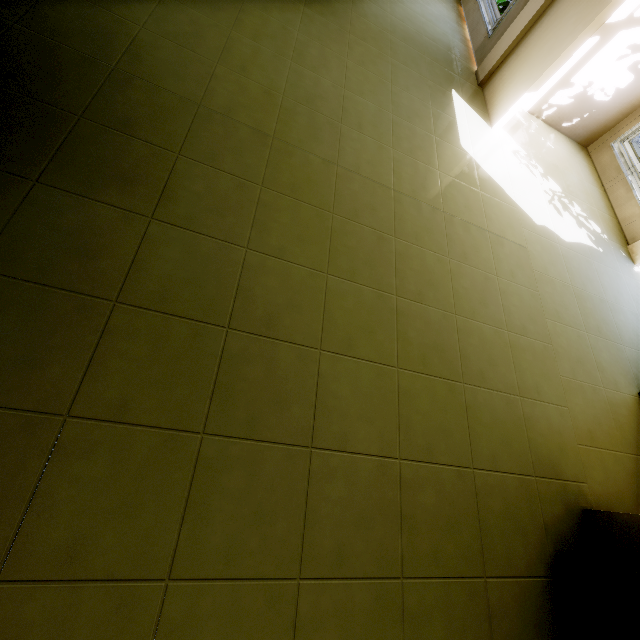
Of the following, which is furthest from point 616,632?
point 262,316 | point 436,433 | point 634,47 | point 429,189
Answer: point 634,47

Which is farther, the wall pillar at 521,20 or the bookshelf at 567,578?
the wall pillar at 521,20

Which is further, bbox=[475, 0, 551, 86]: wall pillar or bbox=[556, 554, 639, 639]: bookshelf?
bbox=[475, 0, 551, 86]: wall pillar
